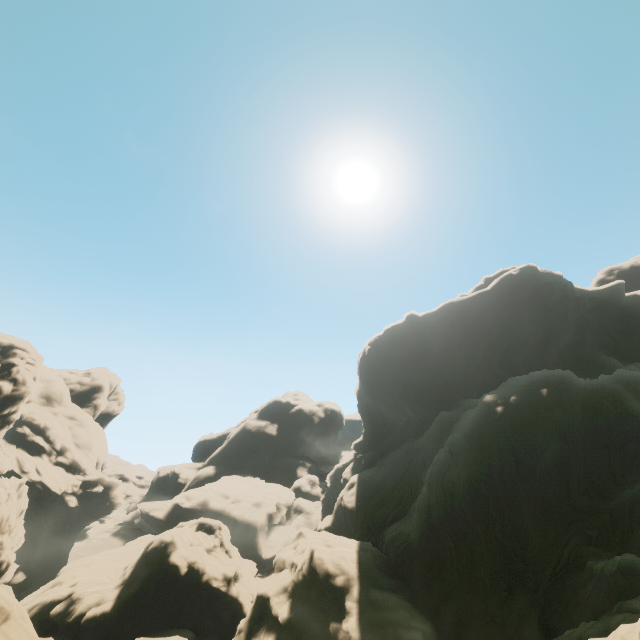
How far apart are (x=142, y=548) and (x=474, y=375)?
55.8m

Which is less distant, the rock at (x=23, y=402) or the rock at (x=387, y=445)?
the rock at (x=387, y=445)

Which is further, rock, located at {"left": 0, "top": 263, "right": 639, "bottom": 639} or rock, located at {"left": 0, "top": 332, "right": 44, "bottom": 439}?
rock, located at {"left": 0, "top": 332, "right": 44, "bottom": 439}
